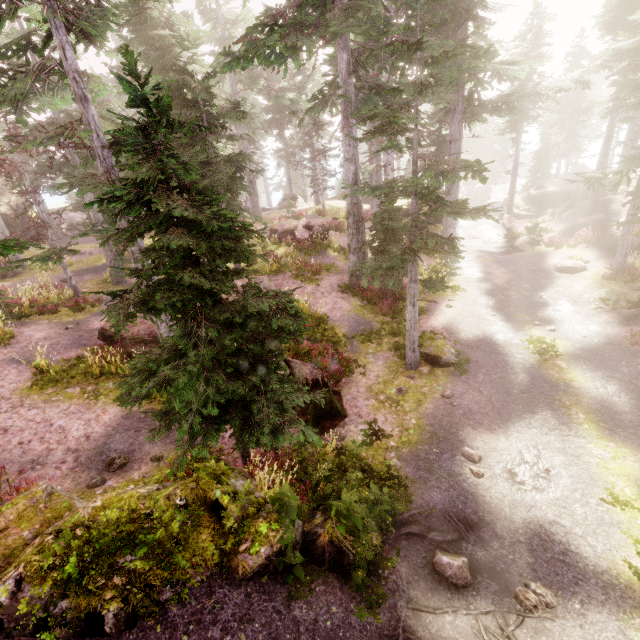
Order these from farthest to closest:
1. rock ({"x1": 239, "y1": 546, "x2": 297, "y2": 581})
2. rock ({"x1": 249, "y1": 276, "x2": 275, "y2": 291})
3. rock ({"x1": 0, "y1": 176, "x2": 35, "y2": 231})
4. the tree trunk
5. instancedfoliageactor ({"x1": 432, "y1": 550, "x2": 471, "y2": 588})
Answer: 1. rock ({"x1": 0, "y1": 176, "x2": 35, "y2": 231})
2. rock ({"x1": 249, "y1": 276, "x2": 275, "y2": 291})
3. the tree trunk
4. instancedfoliageactor ({"x1": 432, "y1": 550, "x2": 471, "y2": 588})
5. rock ({"x1": 239, "y1": 546, "x2": 297, "y2": 581})

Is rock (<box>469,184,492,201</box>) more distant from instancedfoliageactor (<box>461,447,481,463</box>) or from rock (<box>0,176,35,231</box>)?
rock (<box>0,176,35,231</box>)

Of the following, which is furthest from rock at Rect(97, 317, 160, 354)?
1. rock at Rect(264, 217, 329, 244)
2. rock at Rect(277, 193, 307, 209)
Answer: rock at Rect(277, 193, 307, 209)

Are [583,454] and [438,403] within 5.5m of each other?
yes

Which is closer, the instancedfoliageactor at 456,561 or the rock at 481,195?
the instancedfoliageactor at 456,561

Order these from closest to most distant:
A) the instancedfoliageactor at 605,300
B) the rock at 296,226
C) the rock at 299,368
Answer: the rock at 299,368 → the instancedfoliageactor at 605,300 → the rock at 296,226

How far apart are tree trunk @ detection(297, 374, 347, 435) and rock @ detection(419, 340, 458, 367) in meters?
3.5

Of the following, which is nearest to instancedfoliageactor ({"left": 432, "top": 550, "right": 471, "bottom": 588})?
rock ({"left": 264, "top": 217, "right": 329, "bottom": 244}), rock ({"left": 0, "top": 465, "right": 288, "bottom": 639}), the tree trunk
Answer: rock ({"left": 0, "top": 465, "right": 288, "bottom": 639})
